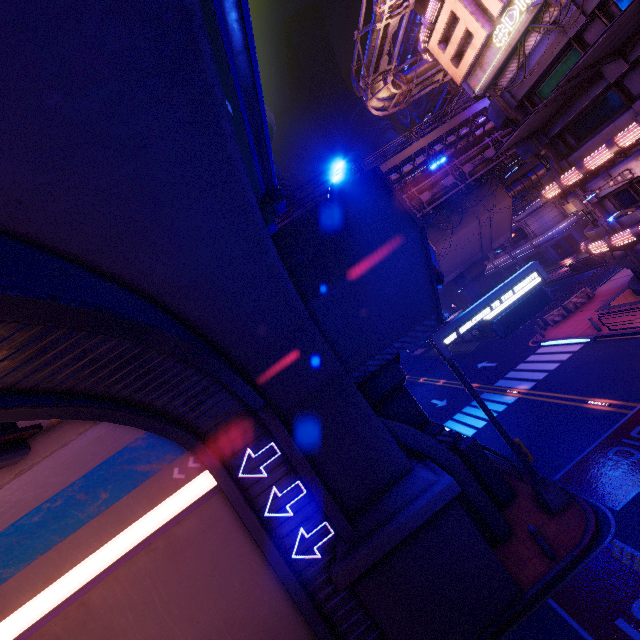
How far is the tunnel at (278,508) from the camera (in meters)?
9.73

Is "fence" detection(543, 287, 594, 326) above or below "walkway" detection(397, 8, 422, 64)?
below

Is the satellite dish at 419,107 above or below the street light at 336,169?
above

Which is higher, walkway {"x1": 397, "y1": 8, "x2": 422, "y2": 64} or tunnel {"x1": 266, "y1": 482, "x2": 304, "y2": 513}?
walkway {"x1": 397, "y1": 8, "x2": 422, "y2": 64}

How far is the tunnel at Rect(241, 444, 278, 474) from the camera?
9.86m

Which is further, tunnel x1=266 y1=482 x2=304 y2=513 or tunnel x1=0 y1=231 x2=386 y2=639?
tunnel x1=266 y1=482 x2=304 y2=513

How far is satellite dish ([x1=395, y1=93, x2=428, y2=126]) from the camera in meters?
54.0 m

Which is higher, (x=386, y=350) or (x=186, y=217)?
(x=186, y=217)
